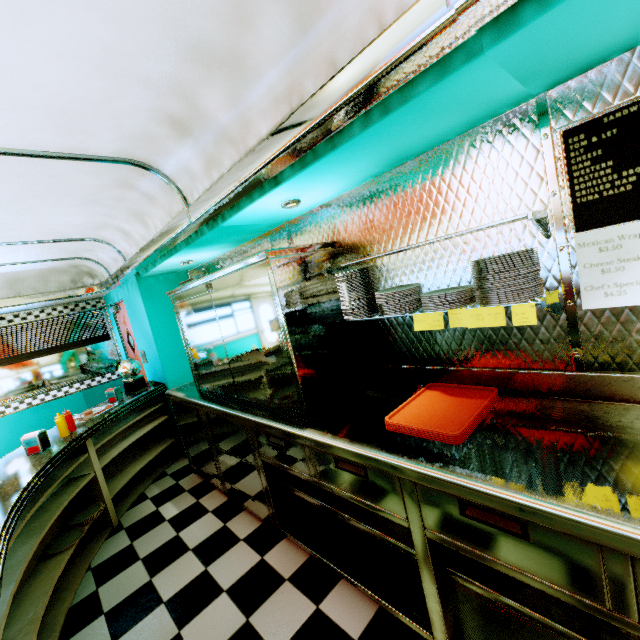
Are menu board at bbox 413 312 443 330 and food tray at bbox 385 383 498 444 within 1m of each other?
yes

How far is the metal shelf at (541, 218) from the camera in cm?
145

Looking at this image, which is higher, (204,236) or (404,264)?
(204,236)

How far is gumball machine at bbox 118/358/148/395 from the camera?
4.2m

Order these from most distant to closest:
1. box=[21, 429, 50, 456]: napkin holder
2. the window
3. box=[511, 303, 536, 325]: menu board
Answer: the window < box=[21, 429, 50, 456]: napkin holder < box=[511, 303, 536, 325]: menu board

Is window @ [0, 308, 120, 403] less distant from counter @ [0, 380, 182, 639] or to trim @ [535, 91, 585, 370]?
counter @ [0, 380, 182, 639]

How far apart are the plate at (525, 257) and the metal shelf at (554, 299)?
0.1m

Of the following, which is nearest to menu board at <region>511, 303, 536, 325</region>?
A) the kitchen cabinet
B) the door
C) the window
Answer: the kitchen cabinet
